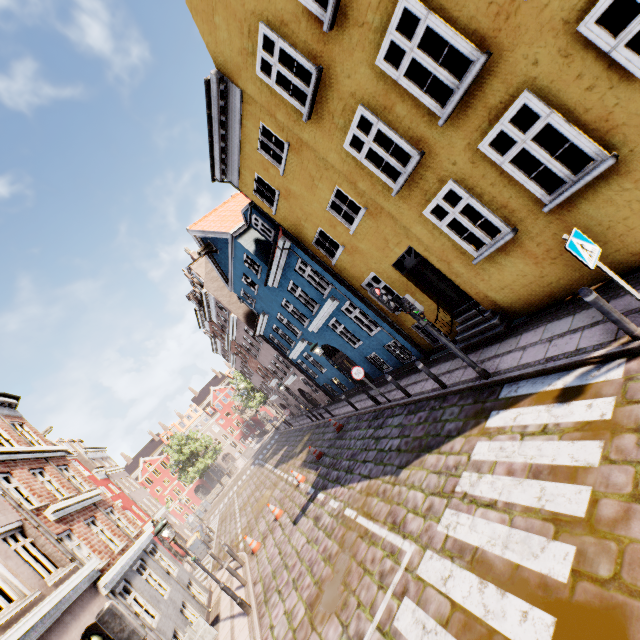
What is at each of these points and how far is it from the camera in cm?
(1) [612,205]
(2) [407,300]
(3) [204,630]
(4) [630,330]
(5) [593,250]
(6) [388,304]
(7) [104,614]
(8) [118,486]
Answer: (1) building, 570
(2) pedestrian light, 748
(3) sign, 612
(4) bollard, 484
(5) sign, 459
(6) traffic light, 762
(7) traffic light, 456
(8) building, 2911

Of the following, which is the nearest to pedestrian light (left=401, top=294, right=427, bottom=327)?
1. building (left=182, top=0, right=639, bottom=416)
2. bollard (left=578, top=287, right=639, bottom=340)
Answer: building (left=182, top=0, right=639, bottom=416)

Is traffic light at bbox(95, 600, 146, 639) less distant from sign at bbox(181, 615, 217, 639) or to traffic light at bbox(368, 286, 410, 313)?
sign at bbox(181, 615, 217, 639)

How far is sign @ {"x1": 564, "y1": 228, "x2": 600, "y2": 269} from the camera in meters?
4.5

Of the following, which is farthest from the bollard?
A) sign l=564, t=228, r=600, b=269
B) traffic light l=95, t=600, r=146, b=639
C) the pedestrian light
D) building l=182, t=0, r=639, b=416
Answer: traffic light l=95, t=600, r=146, b=639

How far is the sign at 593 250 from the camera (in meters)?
4.46

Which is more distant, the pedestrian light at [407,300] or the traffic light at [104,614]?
the pedestrian light at [407,300]

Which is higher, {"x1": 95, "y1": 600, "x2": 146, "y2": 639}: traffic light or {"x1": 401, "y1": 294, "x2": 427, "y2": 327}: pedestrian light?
{"x1": 95, "y1": 600, "x2": 146, "y2": 639}: traffic light
